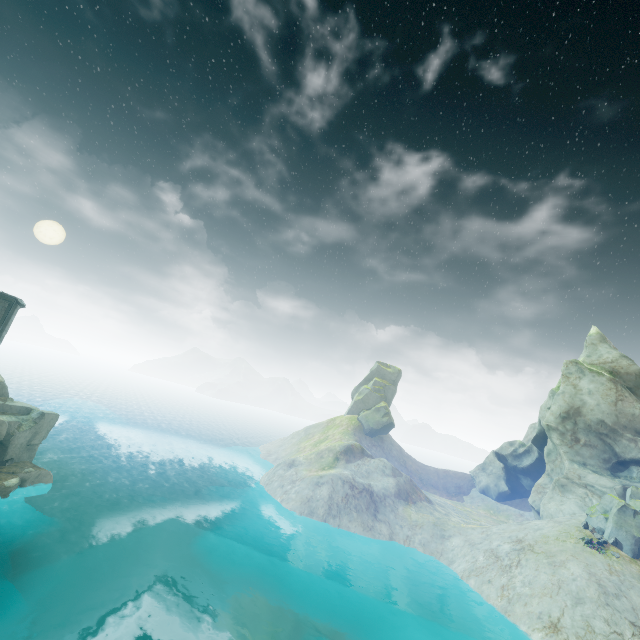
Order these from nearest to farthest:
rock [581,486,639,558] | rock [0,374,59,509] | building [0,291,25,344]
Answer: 1. rock [0,374,59,509]
2. building [0,291,25,344]
3. rock [581,486,639,558]

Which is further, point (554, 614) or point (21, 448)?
point (21, 448)

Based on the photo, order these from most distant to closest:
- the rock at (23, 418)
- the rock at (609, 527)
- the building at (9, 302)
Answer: the rock at (609, 527), the building at (9, 302), the rock at (23, 418)

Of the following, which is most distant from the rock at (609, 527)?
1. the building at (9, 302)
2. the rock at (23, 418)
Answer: the building at (9, 302)

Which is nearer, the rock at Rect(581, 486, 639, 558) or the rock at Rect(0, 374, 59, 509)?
the rock at Rect(0, 374, 59, 509)

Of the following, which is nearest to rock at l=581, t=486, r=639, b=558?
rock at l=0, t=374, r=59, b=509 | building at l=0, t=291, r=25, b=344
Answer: rock at l=0, t=374, r=59, b=509

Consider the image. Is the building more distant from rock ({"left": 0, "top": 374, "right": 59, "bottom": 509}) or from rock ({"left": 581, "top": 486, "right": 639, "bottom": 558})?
rock ({"left": 581, "top": 486, "right": 639, "bottom": 558})
